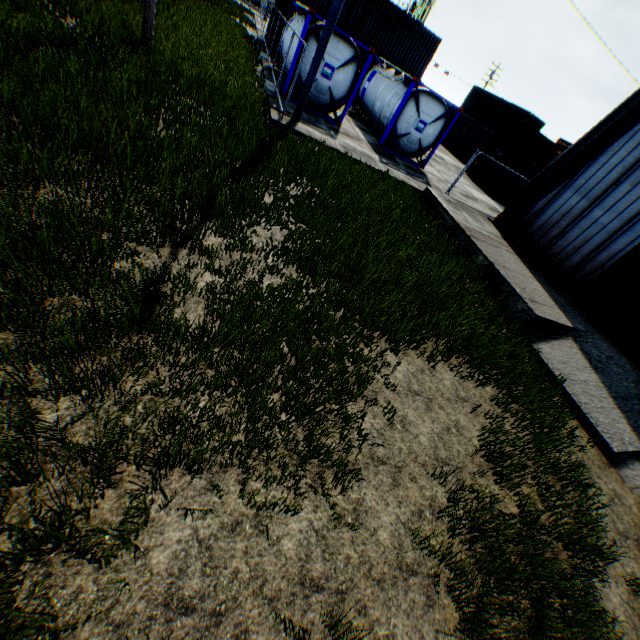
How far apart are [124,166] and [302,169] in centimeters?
436cm

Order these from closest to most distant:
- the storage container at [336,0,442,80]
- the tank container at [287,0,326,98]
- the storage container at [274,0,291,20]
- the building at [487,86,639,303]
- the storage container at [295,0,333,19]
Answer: the building at [487,86,639,303]
the tank container at [287,0,326,98]
the storage container at [274,0,291,20]
the storage container at [295,0,333,19]
the storage container at [336,0,442,80]

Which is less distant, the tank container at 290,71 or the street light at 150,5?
the street light at 150,5

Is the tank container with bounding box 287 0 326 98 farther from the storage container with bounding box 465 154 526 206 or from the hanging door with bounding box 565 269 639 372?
the hanging door with bounding box 565 269 639 372

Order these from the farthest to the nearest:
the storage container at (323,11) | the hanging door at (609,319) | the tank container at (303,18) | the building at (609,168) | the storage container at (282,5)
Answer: the storage container at (323,11)
the storage container at (282,5)
the tank container at (303,18)
the building at (609,168)
the hanging door at (609,319)

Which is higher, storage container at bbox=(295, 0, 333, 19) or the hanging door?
storage container at bbox=(295, 0, 333, 19)

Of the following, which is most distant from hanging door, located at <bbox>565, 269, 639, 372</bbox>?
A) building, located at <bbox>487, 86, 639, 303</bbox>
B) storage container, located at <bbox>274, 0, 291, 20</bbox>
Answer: storage container, located at <bbox>274, 0, 291, 20</bbox>

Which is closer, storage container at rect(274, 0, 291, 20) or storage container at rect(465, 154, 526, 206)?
storage container at rect(274, 0, 291, 20)
